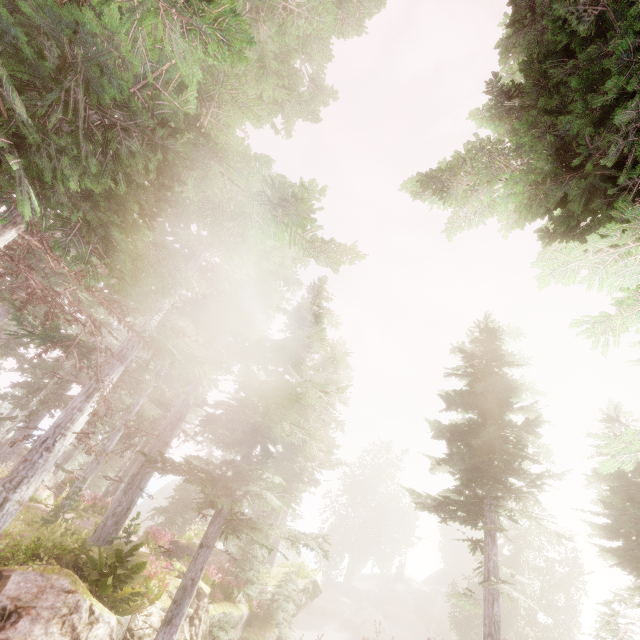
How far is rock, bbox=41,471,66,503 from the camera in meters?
18.0

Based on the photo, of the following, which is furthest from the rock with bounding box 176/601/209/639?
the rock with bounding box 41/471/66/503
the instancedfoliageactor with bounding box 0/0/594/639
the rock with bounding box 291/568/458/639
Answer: the rock with bounding box 291/568/458/639

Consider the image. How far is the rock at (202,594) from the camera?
11.4 meters

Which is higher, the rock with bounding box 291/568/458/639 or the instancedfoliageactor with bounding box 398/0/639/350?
the instancedfoliageactor with bounding box 398/0/639/350

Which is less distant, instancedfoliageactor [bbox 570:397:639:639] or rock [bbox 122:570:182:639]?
instancedfoliageactor [bbox 570:397:639:639]

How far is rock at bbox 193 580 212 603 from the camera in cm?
1138

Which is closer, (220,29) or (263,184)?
(220,29)
